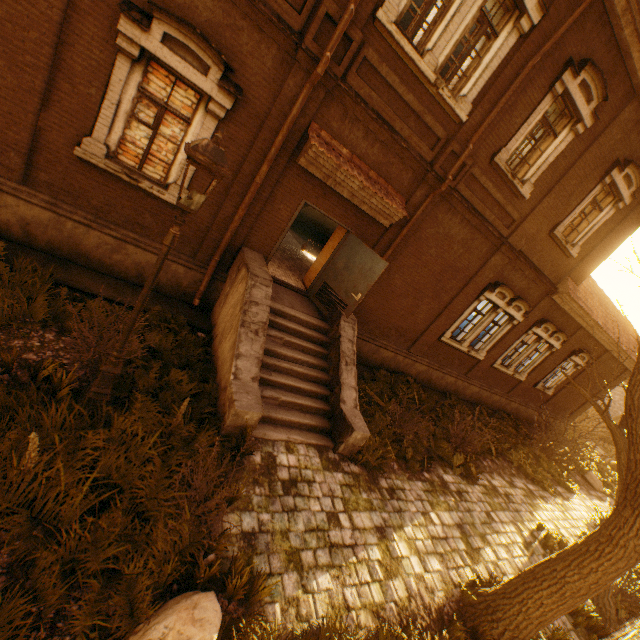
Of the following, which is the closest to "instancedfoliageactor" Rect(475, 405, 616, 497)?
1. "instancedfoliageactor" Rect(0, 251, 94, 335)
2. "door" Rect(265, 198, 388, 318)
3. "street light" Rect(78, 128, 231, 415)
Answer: "door" Rect(265, 198, 388, 318)

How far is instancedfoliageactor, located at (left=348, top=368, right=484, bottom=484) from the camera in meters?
7.4

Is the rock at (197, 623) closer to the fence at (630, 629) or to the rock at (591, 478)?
the fence at (630, 629)

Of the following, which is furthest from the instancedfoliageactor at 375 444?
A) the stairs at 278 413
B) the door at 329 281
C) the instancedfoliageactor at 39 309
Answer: the instancedfoliageactor at 39 309

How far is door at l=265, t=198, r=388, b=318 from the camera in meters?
7.9 m

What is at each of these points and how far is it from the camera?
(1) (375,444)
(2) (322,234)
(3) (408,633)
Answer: (1) instancedfoliageactor, 7.6 meters
(2) stairs, 16.6 meters
(3) instancedfoliageactor, 4.5 meters

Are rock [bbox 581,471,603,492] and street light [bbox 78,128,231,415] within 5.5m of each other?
no

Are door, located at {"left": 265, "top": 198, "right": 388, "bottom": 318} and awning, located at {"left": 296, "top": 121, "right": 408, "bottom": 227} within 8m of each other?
yes
